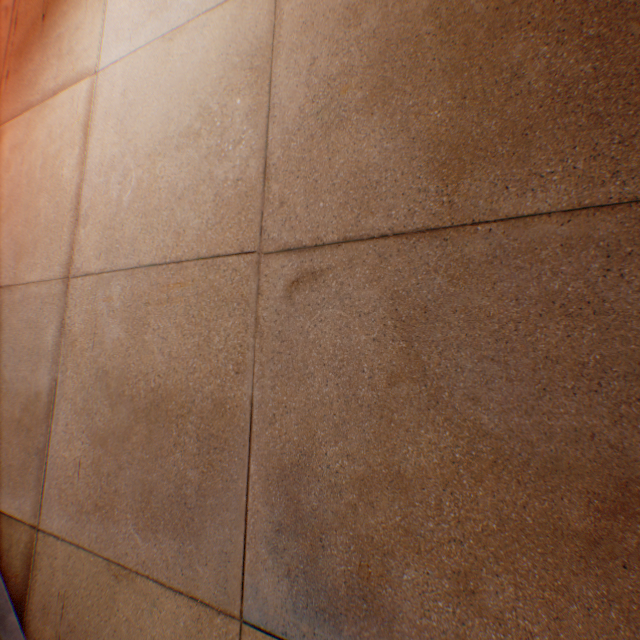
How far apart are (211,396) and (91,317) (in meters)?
1.06
